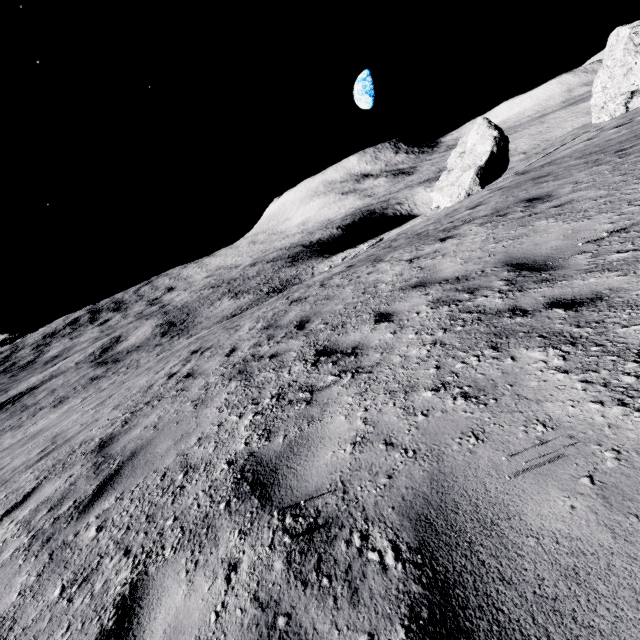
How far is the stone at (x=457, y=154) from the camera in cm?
2664

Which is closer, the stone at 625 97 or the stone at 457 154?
the stone at 625 97

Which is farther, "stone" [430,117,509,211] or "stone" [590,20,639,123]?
"stone" [430,117,509,211]

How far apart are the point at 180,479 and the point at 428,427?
2.4m

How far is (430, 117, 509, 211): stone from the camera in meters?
26.6
